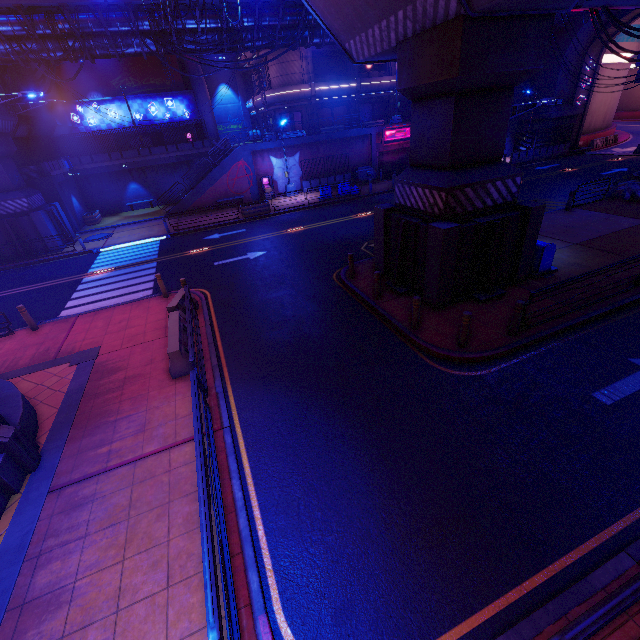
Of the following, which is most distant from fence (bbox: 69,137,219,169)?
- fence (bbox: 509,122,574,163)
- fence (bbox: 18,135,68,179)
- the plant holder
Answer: fence (bbox: 509,122,574,163)

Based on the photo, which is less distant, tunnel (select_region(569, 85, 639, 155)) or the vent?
the vent

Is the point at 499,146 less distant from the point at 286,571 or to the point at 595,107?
the point at 286,571

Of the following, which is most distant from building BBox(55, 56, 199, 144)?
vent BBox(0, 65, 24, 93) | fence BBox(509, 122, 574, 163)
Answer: fence BBox(509, 122, 574, 163)

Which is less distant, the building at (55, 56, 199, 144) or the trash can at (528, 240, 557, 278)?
the trash can at (528, 240, 557, 278)

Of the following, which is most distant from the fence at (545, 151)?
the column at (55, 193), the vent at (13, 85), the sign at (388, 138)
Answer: the vent at (13, 85)

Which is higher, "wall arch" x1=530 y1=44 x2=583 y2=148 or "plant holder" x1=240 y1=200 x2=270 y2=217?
"wall arch" x1=530 y1=44 x2=583 y2=148

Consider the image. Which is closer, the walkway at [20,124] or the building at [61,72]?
the walkway at [20,124]
